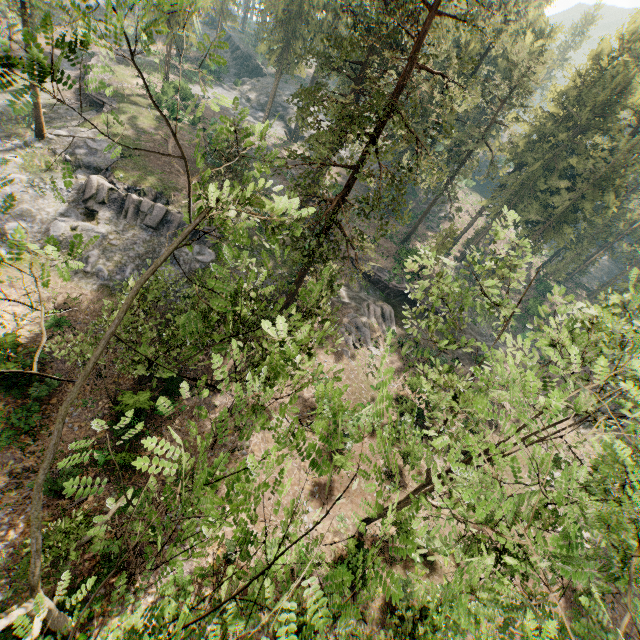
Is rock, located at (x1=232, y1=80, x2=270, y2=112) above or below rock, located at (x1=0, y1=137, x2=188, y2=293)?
above

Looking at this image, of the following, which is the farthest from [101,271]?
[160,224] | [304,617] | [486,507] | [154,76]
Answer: [154,76]

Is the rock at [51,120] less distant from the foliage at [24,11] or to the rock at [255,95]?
the foliage at [24,11]

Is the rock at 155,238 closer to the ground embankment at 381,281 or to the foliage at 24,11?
the foliage at 24,11

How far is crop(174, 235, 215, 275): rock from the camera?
28.41m

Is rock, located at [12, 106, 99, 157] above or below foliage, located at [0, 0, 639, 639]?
below

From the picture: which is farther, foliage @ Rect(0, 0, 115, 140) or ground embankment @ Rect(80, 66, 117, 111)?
ground embankment @ Rect(80, 66, 117, 111)

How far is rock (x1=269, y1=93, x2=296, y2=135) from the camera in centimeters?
5616cm
